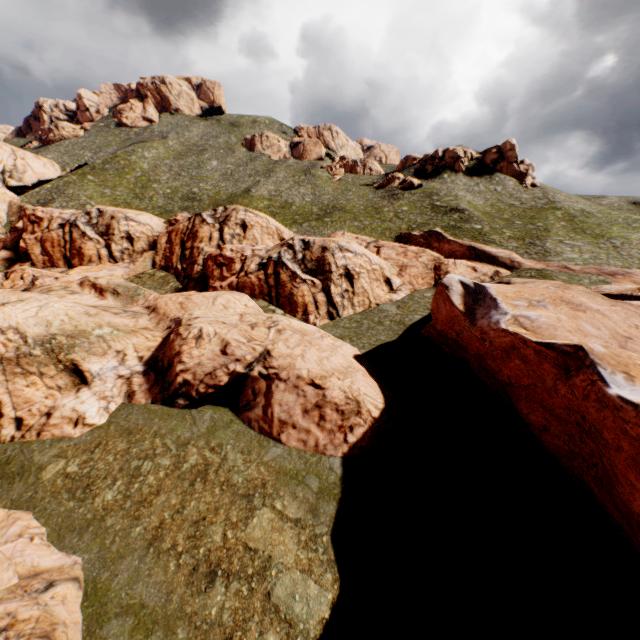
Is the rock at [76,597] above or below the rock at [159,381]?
below

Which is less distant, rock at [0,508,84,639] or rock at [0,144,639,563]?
rock at [0,508,84,639]

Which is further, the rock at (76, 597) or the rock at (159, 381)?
the rock at (159, 381)

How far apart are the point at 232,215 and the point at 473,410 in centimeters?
3403cm

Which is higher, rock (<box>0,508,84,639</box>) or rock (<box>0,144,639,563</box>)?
rock (<box>0,144,639,563</box>)
